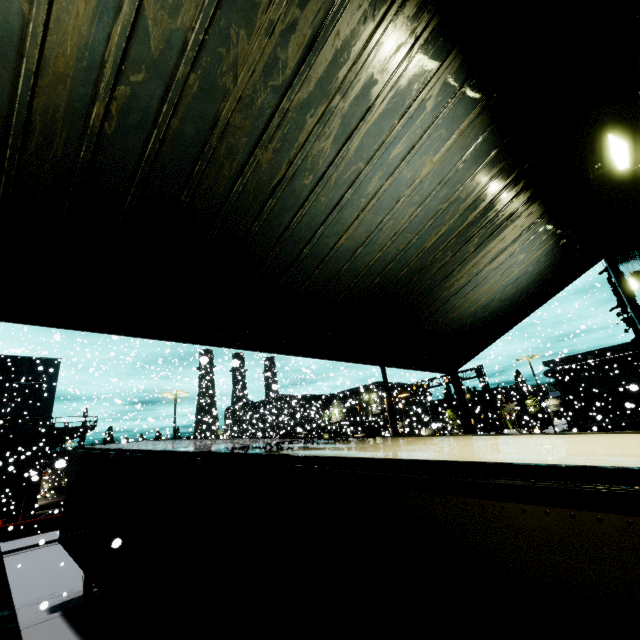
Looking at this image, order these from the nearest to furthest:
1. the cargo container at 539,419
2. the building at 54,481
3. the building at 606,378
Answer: the cargo container at 539,419 → the building at 606,378 → the building at 54,481

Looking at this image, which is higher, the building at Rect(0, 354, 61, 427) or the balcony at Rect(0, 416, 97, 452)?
the building at Rect(0, 354, 61, 427)

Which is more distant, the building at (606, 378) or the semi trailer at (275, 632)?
the building at (606, 378)

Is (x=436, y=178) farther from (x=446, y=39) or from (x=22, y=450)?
(x=22, y=450)

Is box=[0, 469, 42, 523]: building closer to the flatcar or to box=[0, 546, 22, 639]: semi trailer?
box=[0, 546, 22, 639]: semi trailer

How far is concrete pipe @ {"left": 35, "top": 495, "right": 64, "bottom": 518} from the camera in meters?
30.7

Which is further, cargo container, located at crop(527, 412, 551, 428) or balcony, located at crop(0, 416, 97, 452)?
cargo container, located at crop(527, 412, 551, 428)

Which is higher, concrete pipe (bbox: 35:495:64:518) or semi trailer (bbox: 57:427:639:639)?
semi trailer (bbox: 57:427:639:639)
